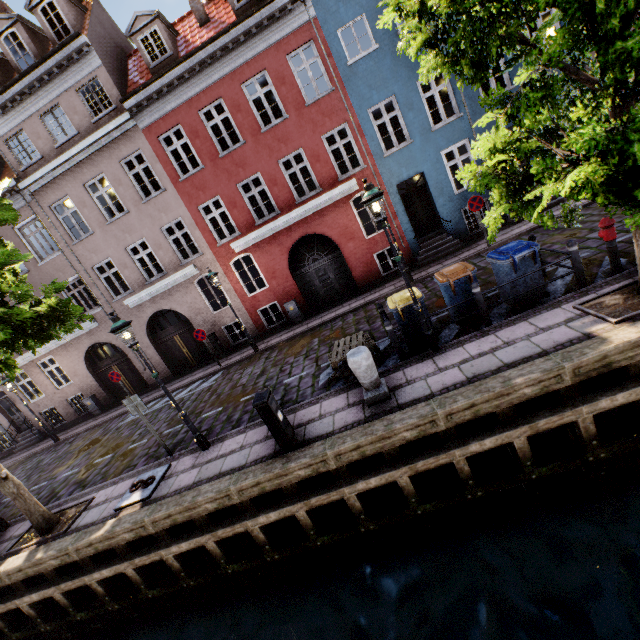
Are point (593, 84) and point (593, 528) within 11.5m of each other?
yes

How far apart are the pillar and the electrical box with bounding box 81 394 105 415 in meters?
16.5

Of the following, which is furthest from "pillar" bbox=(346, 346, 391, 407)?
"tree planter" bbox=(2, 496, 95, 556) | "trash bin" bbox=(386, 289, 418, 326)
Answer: "tree planter" bbox=(2, 496, 95, 556)

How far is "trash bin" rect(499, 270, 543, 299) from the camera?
6.9 meters

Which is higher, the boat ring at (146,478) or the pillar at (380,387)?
the pillar at (380,387)

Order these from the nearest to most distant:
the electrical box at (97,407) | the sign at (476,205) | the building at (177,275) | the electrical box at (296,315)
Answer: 1. the sign at (476,205)
2. the building at (177,275)
3. the electrical box at (296,315)
4. the electrical box at (97,407)

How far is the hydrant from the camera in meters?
6.4

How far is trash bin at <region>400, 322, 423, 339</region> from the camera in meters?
7.5 m
